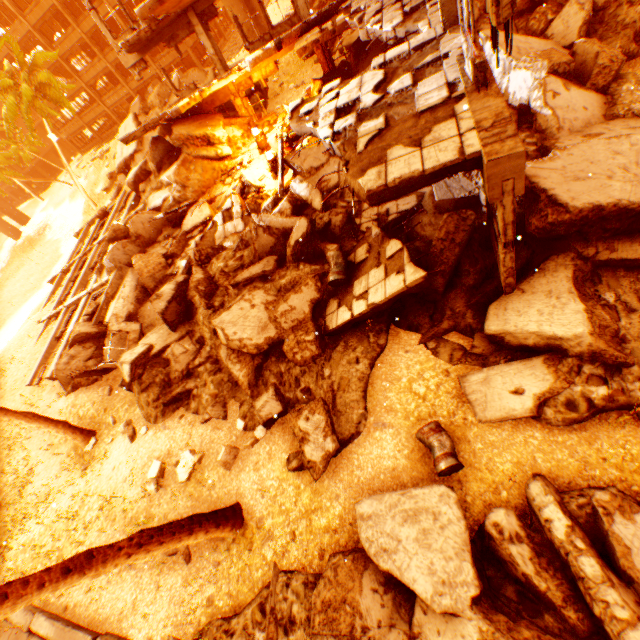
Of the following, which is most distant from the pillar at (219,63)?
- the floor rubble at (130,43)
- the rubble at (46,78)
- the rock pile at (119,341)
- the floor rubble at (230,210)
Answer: the rubble at (46,78)

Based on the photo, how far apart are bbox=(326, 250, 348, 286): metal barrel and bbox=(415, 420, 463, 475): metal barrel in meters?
3.9 m

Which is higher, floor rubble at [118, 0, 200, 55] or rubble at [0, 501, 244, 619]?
floor rubble at [118, 0, 200, 55]

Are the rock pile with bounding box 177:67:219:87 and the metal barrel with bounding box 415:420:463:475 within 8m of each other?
no

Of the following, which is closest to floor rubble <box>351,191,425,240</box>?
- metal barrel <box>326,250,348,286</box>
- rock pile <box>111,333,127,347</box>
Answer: metal barrel <box>326,250,348,286</box>

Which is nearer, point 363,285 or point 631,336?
point 631,336

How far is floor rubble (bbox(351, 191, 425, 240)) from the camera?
9.0 meters

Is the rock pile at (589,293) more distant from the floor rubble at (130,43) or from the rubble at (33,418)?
the floor rubble at (130,43)
